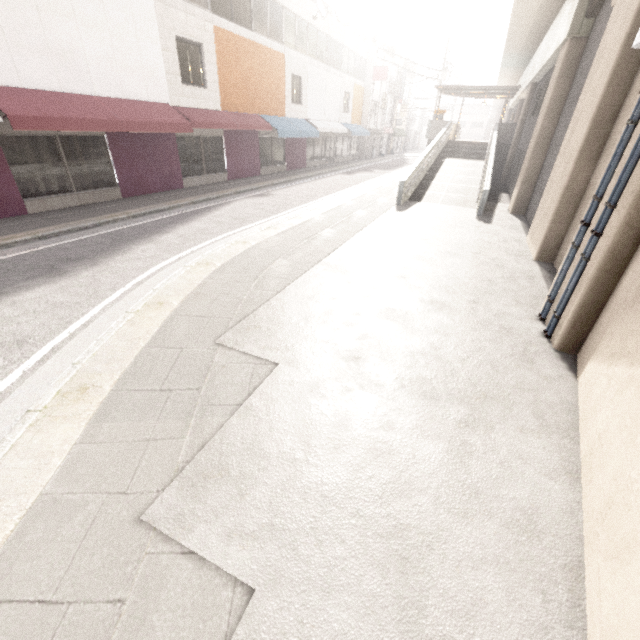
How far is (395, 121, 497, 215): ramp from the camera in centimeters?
1278cm

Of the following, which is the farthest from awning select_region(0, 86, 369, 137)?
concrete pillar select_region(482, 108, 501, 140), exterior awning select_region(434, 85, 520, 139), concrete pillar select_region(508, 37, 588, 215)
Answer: concrete pillar select_region(482, 108, 501, 140)

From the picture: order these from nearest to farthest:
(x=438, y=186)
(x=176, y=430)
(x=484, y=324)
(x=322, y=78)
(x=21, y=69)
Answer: (x=176, y=430) → (x=484, y=324) → (x=21, y=69) → (x=438, y=186) → (x=322, y=78)

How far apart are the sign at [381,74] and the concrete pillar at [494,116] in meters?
38.5

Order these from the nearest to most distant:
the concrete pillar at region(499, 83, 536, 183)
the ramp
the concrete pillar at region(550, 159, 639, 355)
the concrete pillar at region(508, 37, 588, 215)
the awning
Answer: the concrete pillar at region(550, 159, 639, 355)
the awning
the concrete pillar at region(508, 37, 588, 215)
the ramp
the concrete pillar at region(499, 83, 536, 183)

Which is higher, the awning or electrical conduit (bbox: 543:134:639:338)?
the awning

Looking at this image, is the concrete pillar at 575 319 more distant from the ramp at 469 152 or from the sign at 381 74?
the sign at 381 74

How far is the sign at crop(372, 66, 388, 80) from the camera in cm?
2870
